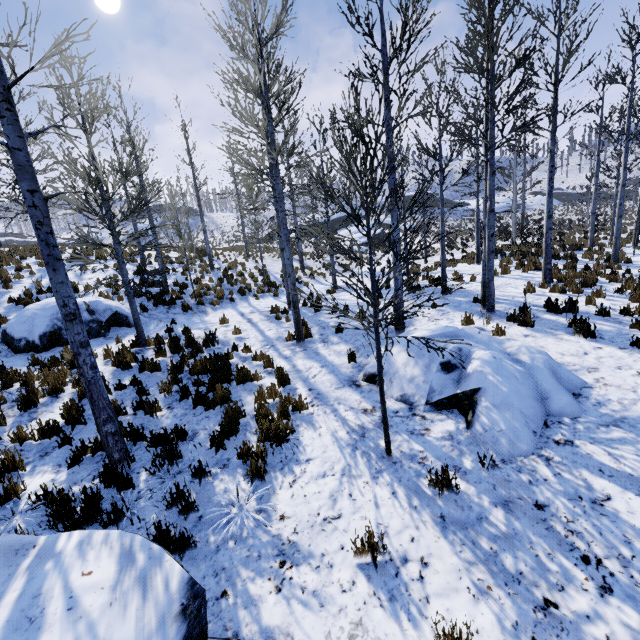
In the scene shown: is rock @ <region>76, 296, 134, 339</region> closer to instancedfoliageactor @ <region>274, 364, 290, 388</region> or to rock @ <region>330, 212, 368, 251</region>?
instancedfoliageactor @ <region>274, 364, 290, 388</region>

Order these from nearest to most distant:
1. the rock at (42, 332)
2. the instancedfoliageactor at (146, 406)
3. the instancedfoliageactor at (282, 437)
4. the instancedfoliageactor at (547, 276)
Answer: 1. the instancedfoliageactor at (547, 276)
2. the instancedfoliageactor at (282, 437)
3. the instancedfoliageactor at (146, 406)
4. the rock at (42, 332)

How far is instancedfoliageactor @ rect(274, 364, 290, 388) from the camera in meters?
7.1

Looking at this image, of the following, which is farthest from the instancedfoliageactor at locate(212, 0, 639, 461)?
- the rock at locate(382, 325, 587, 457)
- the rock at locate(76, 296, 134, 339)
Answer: the rock at locate(382, 325, 587, 457)

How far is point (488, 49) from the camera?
7.1m

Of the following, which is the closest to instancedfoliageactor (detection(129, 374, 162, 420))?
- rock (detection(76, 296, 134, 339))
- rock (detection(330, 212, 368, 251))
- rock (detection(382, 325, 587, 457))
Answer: rock (detection(76, 296, 134, 339))

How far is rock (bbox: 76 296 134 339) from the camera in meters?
10.3 m

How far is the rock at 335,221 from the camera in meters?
34.8
